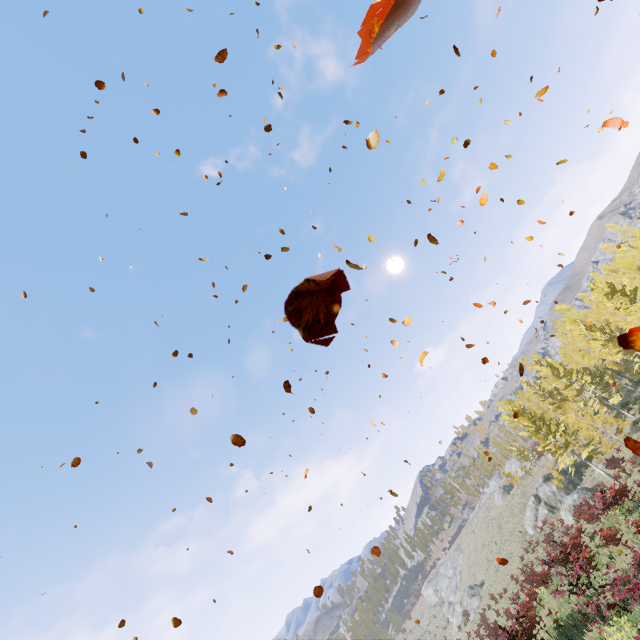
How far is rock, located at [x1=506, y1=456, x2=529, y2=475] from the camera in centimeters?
5497cm

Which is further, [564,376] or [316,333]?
[564,376]

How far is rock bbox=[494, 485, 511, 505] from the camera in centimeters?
5388cm

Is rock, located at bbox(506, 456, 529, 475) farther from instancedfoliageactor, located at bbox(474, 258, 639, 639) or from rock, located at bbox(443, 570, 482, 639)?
rock, located at bbox(443, 570, 482, 639)

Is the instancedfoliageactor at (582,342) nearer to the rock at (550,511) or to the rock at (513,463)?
the rock at (550,511)

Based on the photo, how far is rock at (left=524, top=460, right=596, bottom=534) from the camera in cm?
3159

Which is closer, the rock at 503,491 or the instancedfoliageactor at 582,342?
the instancedfoliageactor at 582,342

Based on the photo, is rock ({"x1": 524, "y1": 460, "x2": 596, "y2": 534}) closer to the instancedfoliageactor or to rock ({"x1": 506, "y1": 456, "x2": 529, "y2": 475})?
the instancedfoliageactor
